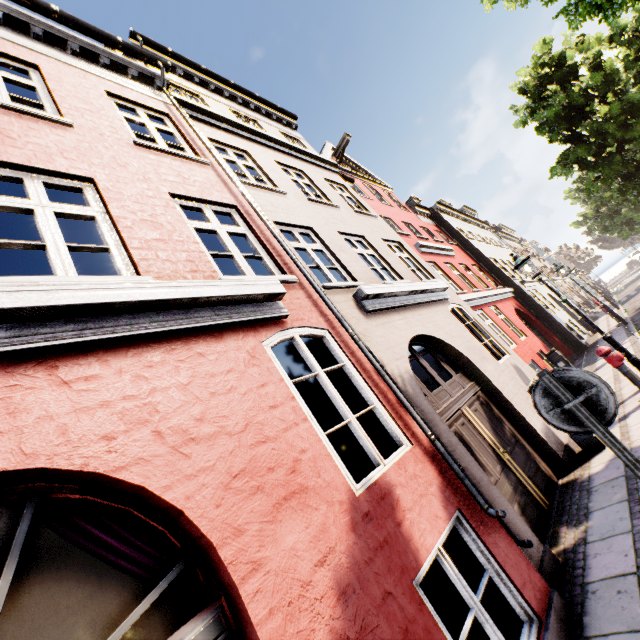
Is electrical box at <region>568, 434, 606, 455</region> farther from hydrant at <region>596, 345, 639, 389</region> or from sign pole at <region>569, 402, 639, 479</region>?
sign pole at <region>569, 402, 639, 479</region>

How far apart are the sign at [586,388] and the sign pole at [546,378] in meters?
0.0

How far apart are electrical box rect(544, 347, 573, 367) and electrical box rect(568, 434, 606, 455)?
5.8 meters

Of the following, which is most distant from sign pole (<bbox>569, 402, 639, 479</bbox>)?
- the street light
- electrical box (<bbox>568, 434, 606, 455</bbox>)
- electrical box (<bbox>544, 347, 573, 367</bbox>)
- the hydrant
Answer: electrical box (<bbox>544, 347, 573, 367</bbox>)

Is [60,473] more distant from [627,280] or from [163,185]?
[627,280]

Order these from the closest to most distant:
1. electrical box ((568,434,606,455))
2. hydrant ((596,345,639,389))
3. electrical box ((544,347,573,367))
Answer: electrical box ((568,434,606,455)), hydrant ((596,345,639,389)), electrical box ((544,347,573,367))

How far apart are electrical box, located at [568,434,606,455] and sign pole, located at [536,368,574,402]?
4.2 meters

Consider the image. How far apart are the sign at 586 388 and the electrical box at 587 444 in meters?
4.1 m
